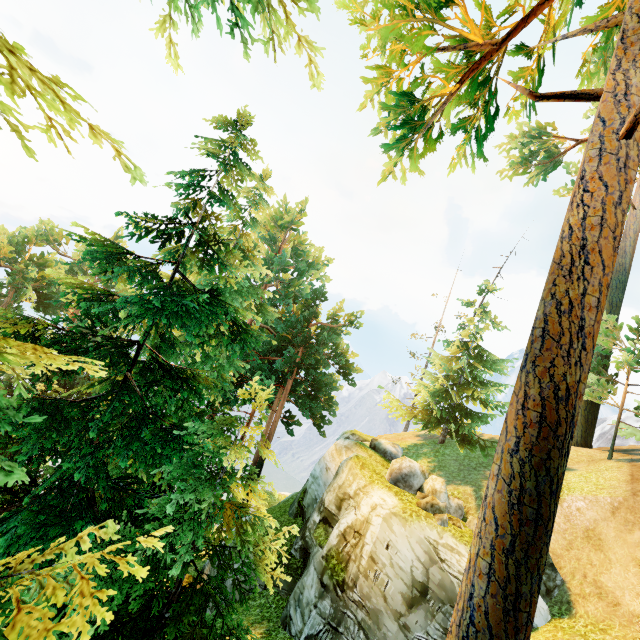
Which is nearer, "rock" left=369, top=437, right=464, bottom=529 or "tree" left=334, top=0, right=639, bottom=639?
"tree" left=334, top=0, right=639, bottom=639

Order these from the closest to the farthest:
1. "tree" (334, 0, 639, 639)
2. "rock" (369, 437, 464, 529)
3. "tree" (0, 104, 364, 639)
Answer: "tree" (334, 0, 639, 639) < "tree" (0, 104, 364, 639) < "rock" (369, 437, 464, 529)

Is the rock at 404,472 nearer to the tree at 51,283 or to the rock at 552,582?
the rock at 552,582

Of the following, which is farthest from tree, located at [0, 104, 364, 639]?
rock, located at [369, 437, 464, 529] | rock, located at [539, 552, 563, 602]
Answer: rock, located at [539, 552, 563, 602]

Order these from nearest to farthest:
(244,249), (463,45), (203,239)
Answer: (463,45)
(203,239)
(244,249)

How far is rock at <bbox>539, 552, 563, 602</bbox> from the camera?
10.7 meters

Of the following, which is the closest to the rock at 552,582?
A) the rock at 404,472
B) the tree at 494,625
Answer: the rock at 404,472

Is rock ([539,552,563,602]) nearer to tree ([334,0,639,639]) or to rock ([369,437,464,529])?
rock ([369,437,464,529])
